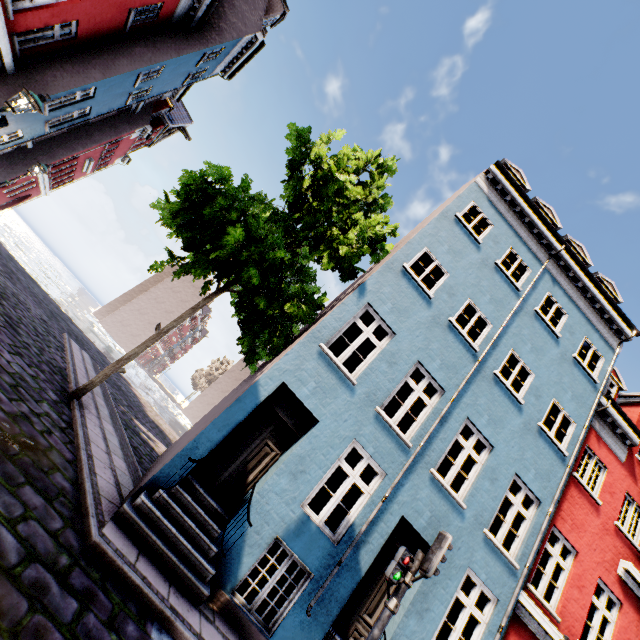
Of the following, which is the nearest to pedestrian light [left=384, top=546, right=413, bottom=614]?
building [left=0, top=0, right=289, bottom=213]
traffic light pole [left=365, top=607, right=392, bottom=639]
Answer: traffic light pole [left=365, top=607, right=392, bottom=639]

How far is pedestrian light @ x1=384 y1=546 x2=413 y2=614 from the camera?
5.27m

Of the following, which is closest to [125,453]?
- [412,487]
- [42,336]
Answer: [42,336]

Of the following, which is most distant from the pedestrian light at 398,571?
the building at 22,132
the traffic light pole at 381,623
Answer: the building at 22,132

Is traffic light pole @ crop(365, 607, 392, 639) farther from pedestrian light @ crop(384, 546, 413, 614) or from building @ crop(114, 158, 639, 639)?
building @ crop(114, 158, 639, 639)

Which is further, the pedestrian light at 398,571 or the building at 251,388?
the building at 251,388

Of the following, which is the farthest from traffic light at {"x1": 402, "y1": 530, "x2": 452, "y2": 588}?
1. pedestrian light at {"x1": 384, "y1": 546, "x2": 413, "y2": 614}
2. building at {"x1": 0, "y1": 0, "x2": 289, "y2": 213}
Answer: building at {"x1": 0, "y1": 0, "x2": 289, "y2": 213}
